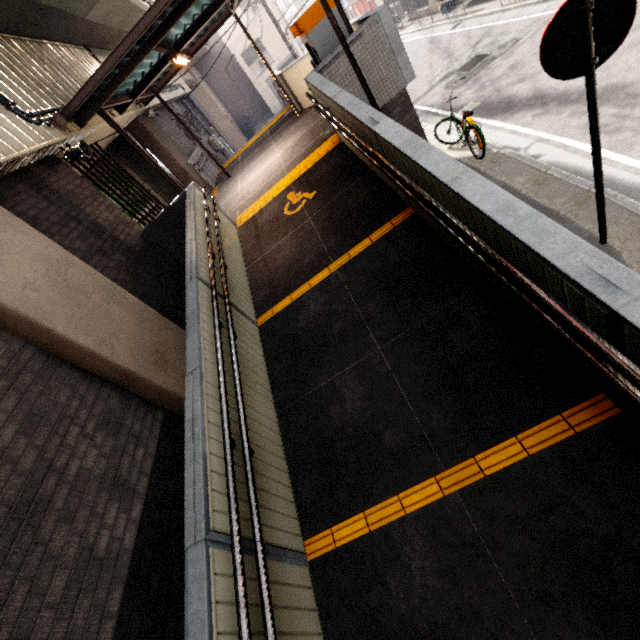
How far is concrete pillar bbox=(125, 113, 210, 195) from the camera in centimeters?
1008cm

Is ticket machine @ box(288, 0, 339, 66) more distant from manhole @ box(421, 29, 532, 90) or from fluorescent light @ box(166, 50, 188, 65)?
manhole @ box(421, 29, 532, 90)

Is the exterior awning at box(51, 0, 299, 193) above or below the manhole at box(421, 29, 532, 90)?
above

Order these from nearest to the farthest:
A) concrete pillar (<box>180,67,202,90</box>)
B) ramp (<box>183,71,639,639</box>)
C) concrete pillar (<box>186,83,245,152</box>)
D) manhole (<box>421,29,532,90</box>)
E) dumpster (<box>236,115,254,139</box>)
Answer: ramp (<box>183,71,639,639</box>) < manhole (<box>421,29,532,90</box>) < concrete pillar (<box>186,83,245,152</box>) < concrete pillar (<box>180,67,202,90</box>) < dumpster (<box>236,115,254,139</box>)

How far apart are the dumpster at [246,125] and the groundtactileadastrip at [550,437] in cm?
3342

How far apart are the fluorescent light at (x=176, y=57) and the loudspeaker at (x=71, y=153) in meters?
2.5

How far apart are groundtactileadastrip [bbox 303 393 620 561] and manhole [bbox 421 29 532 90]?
11.20m

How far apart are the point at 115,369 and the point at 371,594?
3.6m
